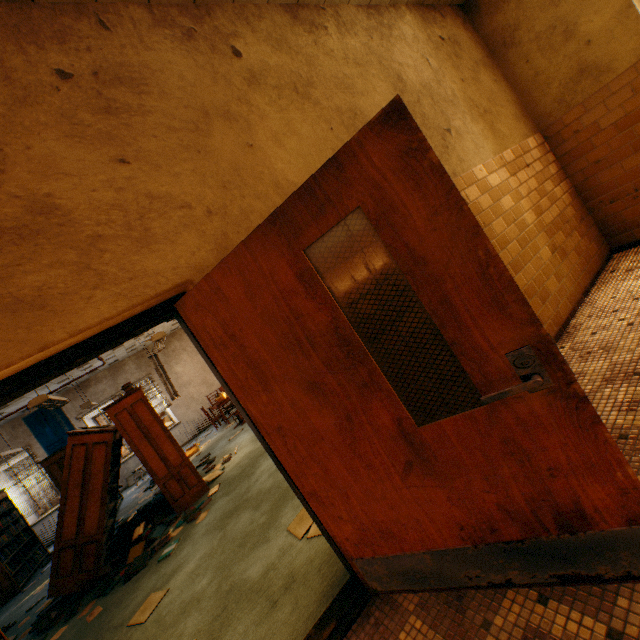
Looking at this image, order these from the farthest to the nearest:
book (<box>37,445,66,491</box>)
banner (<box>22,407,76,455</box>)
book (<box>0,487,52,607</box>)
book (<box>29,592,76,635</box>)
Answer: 1. banner (<box>22,407,76,455</box>)
2. book (<box>37,445,66,491</box>)
3. book (<box>0,487,52,607</box>)
4. book (<box>29,592,76,635</box>)

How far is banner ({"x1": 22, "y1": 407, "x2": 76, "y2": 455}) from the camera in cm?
1050

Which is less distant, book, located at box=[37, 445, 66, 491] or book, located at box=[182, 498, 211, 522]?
book, located at box=[182, 498, 211, 522]

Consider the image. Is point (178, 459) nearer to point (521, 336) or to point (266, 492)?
point (266, 492)

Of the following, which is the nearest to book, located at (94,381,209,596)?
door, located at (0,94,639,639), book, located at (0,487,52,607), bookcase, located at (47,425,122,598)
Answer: bookcase, located at (47,425,122,598)

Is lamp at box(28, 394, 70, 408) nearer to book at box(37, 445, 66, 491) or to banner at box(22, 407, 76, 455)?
book at box(37, 445, 66, 491)

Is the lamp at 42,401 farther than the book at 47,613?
Yes

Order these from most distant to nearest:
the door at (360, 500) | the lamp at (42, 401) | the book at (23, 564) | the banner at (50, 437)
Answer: the banner at (50, 437) → the book at (23, 564) → the lamp at (42, 401) → the door at (360, 500)
